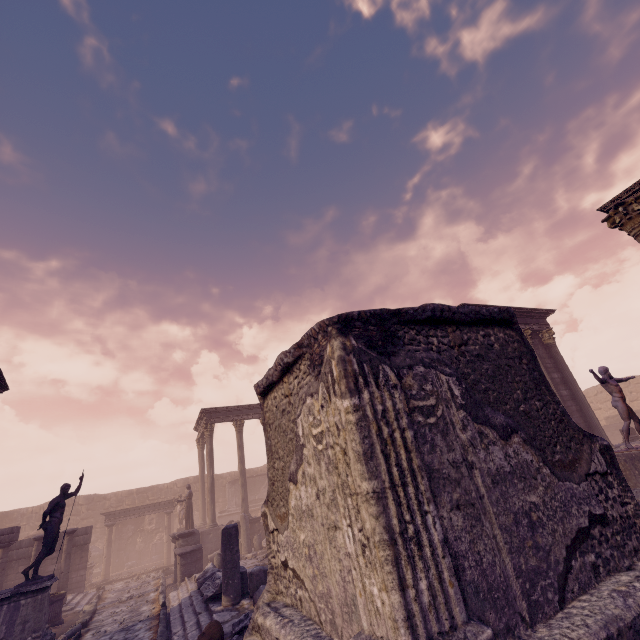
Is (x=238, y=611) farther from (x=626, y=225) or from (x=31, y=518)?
(x=31, y=518)

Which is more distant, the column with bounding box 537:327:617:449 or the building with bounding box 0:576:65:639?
the column with bounding box 537:327:617:449

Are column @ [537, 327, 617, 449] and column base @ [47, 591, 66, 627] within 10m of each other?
no

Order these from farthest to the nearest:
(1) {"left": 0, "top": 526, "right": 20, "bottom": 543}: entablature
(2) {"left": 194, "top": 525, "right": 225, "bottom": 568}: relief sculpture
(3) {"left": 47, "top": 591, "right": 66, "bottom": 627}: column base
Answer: (2) {"left": 194, "top": 525, "right": 225, "bottom": 568}: relief sculpture < (1) {"left": 0, "top": 526, "right": 20, "bottom": 543}: entablature < (3) {"left": 47, "top": 591, "right": 66, "bottom": 627}: column base

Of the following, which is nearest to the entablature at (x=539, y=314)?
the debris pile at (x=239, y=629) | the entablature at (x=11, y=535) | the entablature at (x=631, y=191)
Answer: the entablature at (x=631, y=191)

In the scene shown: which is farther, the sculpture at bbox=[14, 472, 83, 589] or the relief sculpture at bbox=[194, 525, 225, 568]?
the relief sculpture at bbox=[194, 525, 225, 568]

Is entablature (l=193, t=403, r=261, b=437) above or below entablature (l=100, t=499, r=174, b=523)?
above

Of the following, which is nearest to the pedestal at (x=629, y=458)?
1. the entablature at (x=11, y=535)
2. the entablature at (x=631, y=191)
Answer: the entablature at (x=631, y=191)
